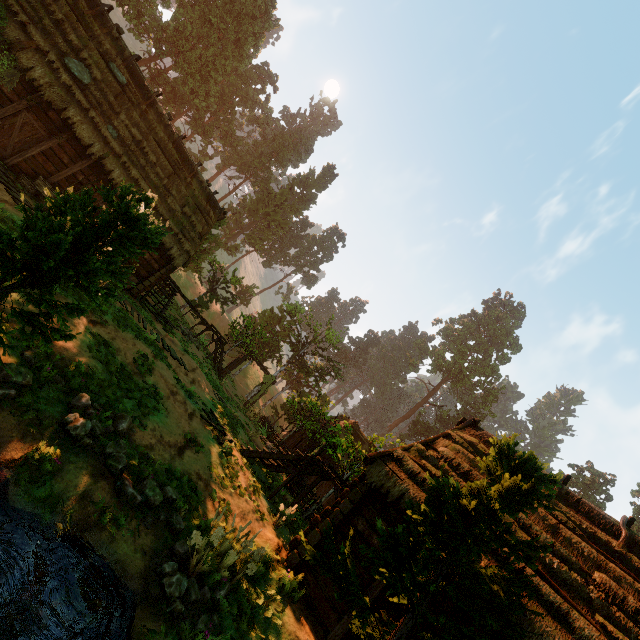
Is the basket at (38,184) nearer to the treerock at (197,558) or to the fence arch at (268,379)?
the treerock at (197,558)

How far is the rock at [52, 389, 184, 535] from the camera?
5.9m

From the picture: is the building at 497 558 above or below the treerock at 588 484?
below

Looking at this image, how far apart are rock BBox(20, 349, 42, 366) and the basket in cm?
1042

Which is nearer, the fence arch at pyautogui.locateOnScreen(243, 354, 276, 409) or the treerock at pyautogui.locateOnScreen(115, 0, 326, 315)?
the fence arch at pyautogui.locateOnScreen(243, 354, 276, 409)

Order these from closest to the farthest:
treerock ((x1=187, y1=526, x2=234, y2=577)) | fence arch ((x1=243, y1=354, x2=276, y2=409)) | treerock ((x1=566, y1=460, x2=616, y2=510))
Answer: treerock ((x1=187, y1=526, x2=234, y2=577))
fence arch ((x1=243, y1=354, x2=276, y2=409))
treerock ((x1=566, y1=460, x2=616, y2=510))

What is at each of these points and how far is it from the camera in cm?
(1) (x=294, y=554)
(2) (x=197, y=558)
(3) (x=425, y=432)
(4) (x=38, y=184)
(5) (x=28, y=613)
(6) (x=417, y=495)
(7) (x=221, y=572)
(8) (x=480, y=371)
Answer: (1) building, 827
(2) treerock, 598
(3) treerock, 5678
(4) basket, 1327
(5) rock, 389
(6) building, 830
(7) treerock, 624
(8) treerock, 5662

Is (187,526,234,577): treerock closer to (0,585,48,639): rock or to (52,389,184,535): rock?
(52,389,184,535): rock
